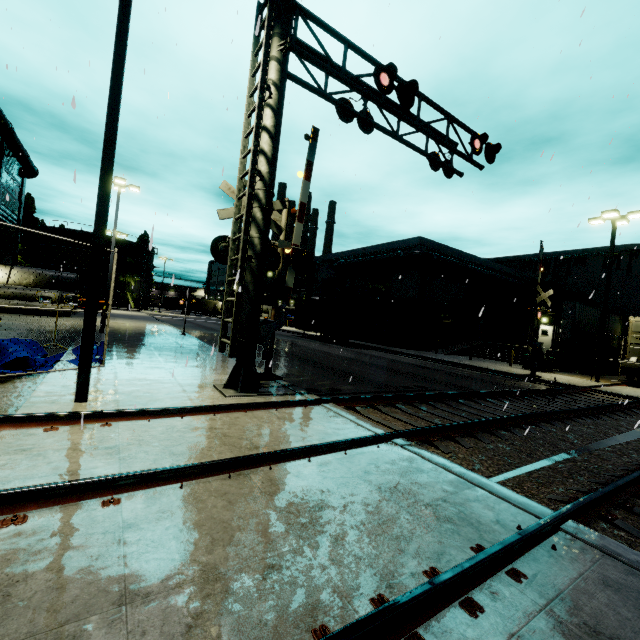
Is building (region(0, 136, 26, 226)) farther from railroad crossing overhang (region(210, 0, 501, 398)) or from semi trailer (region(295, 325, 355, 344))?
railroad crossing overhang (region(210, 0, 501, 398))

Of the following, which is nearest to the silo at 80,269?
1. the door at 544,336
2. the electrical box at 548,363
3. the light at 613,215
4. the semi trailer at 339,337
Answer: the semi trailer at 339,337

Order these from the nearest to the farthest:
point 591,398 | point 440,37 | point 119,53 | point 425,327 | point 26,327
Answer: point 119,53
point 440,37
point 591,398
point 26,327
point 425,327

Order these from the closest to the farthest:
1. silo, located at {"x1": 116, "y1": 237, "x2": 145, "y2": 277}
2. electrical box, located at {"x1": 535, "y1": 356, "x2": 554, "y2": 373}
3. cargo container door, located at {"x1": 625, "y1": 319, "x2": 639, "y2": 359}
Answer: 1. cargo container door, located at {"x1": 625, "y1": 319, "x2": 639, "y2": 359}
2. electrical box, located at {"x1": 535, "y1": 356, "x2": 554, "y2": 373}
3. silo, located at {"x1": 116, "y1": 237, "x2": 145, "y2": 277}

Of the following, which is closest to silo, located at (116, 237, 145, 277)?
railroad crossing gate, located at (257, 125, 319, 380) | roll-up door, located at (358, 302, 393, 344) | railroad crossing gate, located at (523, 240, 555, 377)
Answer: roll-up door, located at (358, 302, 393, 344)

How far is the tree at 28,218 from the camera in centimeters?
4965cm

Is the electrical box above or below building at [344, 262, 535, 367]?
below

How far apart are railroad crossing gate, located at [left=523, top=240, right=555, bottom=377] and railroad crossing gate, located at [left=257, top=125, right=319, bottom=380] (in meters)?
13.63
